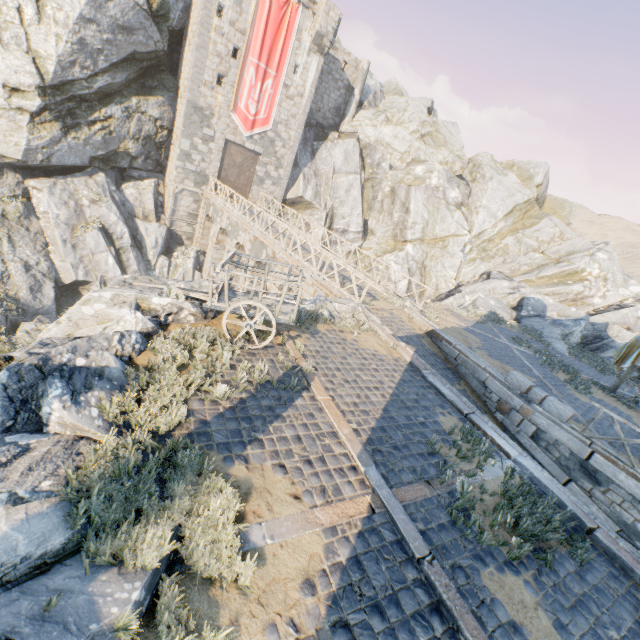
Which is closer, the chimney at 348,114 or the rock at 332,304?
the rock at 332,304

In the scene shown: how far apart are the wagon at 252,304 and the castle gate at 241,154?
19.66m

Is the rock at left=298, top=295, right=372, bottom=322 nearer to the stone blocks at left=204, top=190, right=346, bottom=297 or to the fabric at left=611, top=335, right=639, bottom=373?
the stone blocks at left=204, top=190, right=346, bottom=297

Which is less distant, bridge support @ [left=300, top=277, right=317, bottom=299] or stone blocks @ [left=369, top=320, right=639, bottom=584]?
stone blocks @ [left=369, top=320, right=639, bottom=584]

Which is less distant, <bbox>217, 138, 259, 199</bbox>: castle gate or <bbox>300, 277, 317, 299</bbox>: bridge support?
<bbox>300, 277, 317, 299</bbox>: bridge support

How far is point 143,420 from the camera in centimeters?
464cm

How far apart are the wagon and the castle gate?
19.66m

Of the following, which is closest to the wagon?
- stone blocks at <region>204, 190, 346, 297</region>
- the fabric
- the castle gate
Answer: stone blocks at <region>204, 190, 346, 297</region>
